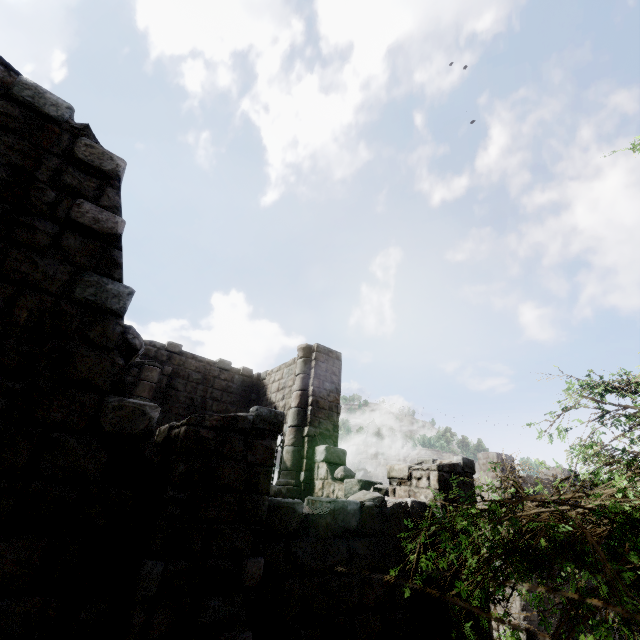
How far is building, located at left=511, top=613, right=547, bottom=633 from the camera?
14.2m

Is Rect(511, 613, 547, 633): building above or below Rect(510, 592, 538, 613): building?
below

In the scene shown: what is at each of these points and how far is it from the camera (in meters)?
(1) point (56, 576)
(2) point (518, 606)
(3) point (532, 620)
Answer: (1) building, 3.12
(2) building, 14.51
(3) building, 14.38

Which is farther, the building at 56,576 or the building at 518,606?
the building at 518,606

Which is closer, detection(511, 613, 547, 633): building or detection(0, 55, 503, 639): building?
detection(0, 55, 503, 639): building

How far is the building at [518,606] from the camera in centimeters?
1443cm
